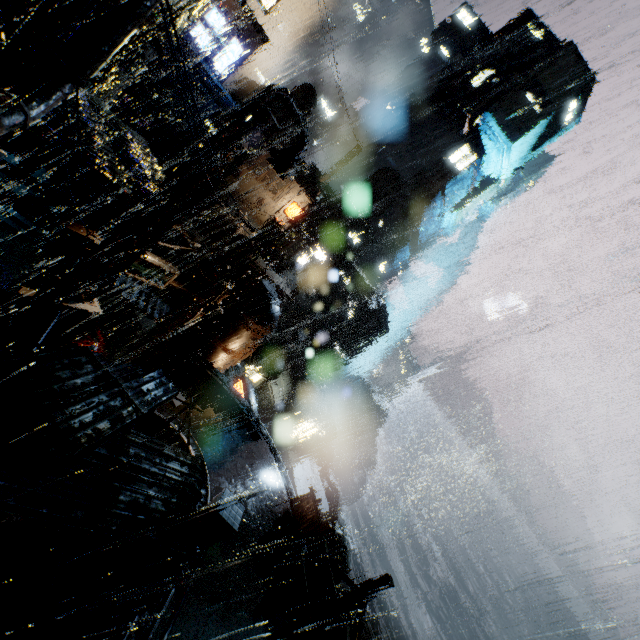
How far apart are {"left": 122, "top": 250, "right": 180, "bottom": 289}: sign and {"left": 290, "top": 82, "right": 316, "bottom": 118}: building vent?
39.5 meters

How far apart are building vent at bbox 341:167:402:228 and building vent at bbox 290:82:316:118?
13.62m

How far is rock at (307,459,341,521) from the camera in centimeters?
5259cm

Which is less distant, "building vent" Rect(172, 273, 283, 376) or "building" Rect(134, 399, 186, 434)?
"building" Rect(134, 399, 186, 434)

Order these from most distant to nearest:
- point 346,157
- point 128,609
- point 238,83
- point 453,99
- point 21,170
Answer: point 453,99, point 238,83, point 346,157, point 21,170, point 128,609

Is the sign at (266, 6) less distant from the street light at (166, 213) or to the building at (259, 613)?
the building at (259, 613)

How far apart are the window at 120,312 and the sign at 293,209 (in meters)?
15.39

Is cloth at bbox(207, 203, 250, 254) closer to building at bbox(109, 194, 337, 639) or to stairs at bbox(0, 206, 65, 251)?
building at bbox(109, 194, 337, 639)
